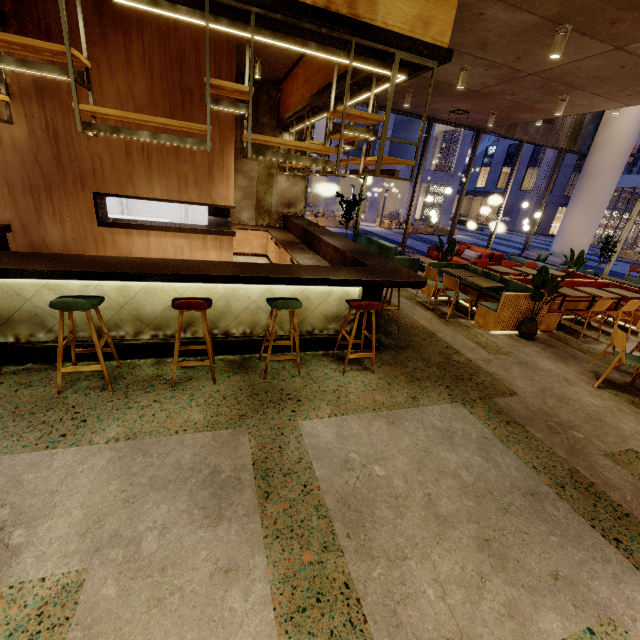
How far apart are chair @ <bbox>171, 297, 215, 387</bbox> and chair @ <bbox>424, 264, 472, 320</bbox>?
4.63m

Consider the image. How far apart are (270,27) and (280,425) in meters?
4.0 m

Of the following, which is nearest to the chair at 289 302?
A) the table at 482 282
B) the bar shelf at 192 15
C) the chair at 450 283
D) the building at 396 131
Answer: the bar shelf at 192 15

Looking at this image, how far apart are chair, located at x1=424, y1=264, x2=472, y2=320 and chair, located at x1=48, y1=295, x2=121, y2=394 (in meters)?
5.59

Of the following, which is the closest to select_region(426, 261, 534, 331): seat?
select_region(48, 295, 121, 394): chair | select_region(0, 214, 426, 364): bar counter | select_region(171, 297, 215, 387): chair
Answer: select_region(0, 214, 426, 364): bar counter

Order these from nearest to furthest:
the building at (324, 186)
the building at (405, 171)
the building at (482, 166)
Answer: the building at (324, 186) < the building at (405, 171) < the building at (482, 166)

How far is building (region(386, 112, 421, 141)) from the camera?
26.17m

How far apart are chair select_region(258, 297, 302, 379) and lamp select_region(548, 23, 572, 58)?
5.0 meters
